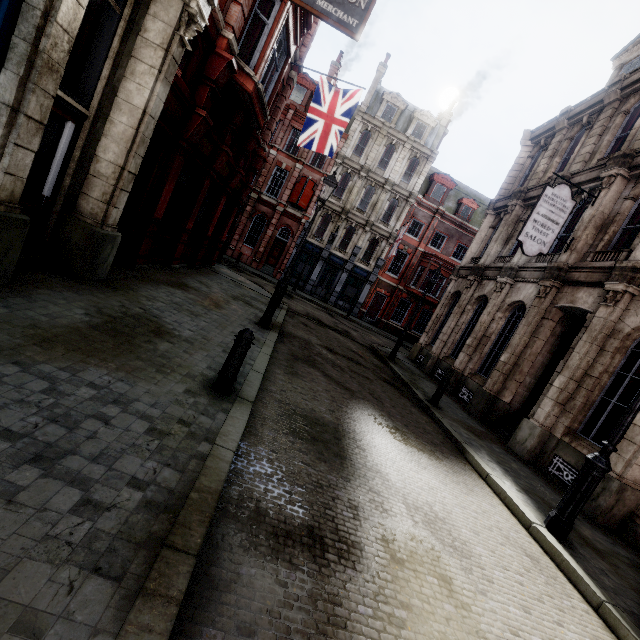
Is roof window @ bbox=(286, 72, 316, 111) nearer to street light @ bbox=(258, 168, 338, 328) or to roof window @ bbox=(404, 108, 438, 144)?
roof window @ bbox=(404, 108, 438, 144)

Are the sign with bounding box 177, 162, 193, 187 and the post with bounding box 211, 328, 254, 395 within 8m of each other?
yes

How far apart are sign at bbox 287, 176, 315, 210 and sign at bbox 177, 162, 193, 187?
18.4 meters

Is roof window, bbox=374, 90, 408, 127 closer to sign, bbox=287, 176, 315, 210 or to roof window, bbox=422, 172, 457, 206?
roof window, bbox=422, 172, 457, 206

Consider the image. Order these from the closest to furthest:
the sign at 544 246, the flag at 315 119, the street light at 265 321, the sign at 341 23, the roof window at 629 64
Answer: the sign at 341 23
the street light at 265 321
the sign at 544 246
the flag at 315 119
the roof window at 629 64

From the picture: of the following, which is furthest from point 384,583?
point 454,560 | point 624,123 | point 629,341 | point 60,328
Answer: point 624,123

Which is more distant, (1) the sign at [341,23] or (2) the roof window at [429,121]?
(2) the roof window at [429,121]

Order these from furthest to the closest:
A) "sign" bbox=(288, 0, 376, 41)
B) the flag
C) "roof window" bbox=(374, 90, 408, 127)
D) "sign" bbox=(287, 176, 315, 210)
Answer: "roof window" bbox=(374, 90, 408, 127), "sign" bbox=(287, 176, 315, 210), the flag, "sign" bbox=(288, 0, 376, 41)
